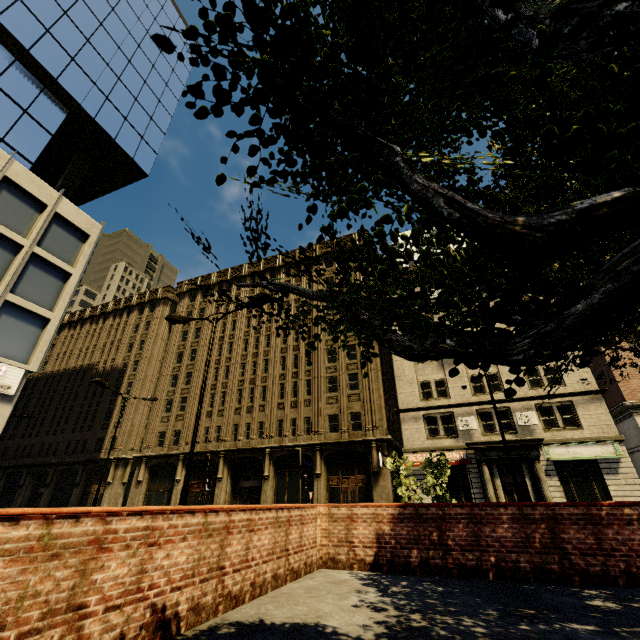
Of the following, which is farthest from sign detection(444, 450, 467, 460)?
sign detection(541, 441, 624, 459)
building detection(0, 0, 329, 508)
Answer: sign detection(541, 441, 624, 459)

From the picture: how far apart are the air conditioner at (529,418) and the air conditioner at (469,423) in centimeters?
267cm

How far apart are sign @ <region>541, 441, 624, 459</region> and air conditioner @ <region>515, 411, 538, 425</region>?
1.28m

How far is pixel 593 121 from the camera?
0.77m

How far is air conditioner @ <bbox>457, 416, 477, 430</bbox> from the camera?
24.1m

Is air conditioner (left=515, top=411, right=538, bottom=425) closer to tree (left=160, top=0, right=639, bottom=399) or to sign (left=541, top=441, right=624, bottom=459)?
sign (left=541, top=441, right=624, bottom=459)

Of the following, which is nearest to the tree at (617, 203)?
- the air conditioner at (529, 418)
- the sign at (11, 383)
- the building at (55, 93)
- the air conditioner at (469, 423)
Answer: the building at (55, 93)

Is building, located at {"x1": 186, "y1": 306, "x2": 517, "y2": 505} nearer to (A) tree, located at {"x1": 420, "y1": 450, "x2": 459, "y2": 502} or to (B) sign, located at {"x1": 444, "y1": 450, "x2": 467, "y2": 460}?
(B) sign, located at {"x1": 444, "y1": 450, "x2": 467, "y2": 460}
